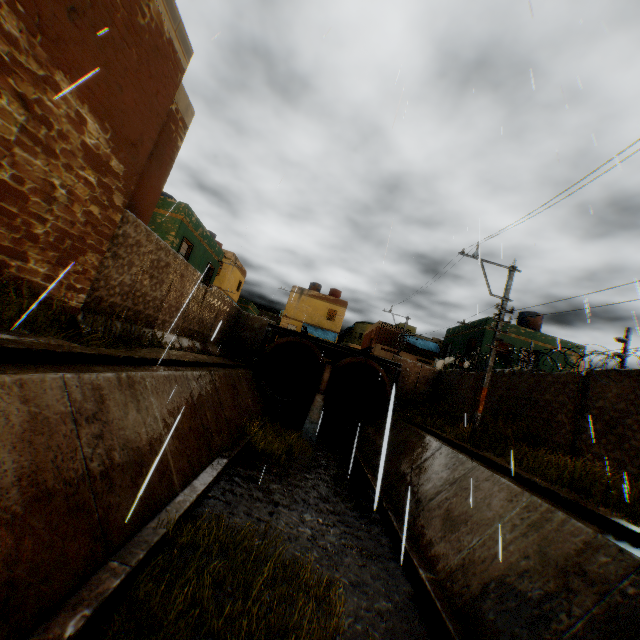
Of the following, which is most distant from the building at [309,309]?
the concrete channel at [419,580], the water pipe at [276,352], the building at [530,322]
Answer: the water pipe at [276,352]

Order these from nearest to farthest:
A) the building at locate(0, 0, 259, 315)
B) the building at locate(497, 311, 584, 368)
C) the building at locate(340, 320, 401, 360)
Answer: the building at locate(0, 0, 259, 315) < the building at locate(497, 311, 584, 368) < the building at locate(340, 320, 401, 360)

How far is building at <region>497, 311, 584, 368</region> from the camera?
22.11m

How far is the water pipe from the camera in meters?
17.9 m

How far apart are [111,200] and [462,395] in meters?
17.3

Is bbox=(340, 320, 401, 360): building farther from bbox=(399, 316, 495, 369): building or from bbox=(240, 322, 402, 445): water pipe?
bbox=(240, 322, 402, 445): water pipe

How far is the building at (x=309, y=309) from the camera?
37.59m
